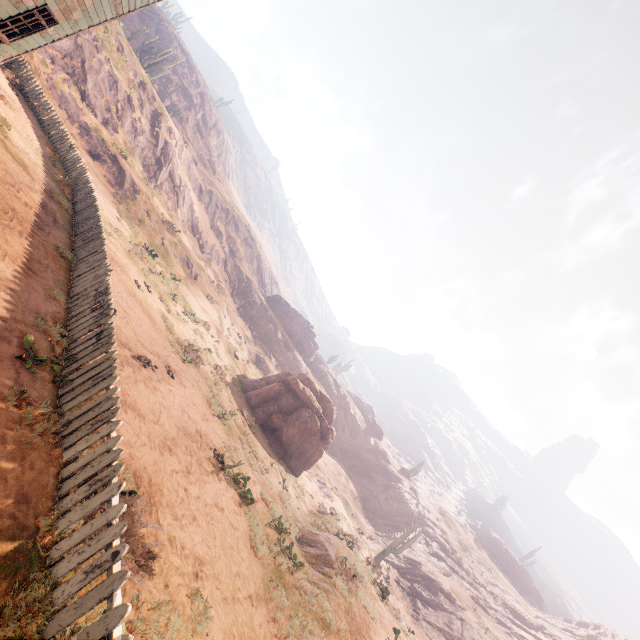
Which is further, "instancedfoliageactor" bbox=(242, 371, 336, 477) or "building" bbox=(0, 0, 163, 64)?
"instancedfoliageactor" bbox=(242, 371, 336, 477)

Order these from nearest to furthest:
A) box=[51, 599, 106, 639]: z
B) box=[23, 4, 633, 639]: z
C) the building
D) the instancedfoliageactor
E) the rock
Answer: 1. box=[51, 599, 106, 639]: z
2. box=[23, 4, 633, 639]: z
3. the building
4. the instancedfoliageactor
5. the rock

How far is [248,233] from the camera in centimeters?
5788cm

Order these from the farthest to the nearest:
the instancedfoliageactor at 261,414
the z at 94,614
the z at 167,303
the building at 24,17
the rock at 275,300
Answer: the rock at 275,300 → the instancedfoliageactor at 261,414 → the building at 24,17 → the z at 167,303 → the z at 94,614

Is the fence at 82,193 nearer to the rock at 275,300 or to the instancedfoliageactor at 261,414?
the instancedfoliageactor at 261,414

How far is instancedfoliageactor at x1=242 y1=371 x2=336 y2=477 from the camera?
21.86m

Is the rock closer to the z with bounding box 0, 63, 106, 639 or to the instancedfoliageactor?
the instancedfoliageactor

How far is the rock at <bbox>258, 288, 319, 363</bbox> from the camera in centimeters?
5356cm
